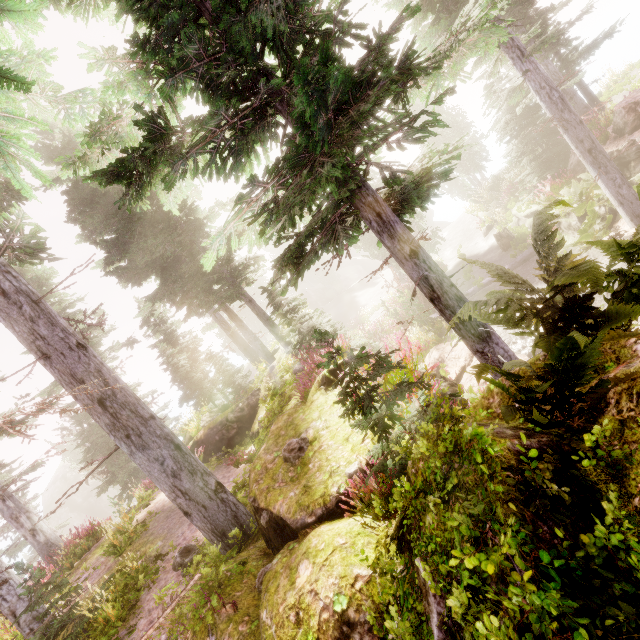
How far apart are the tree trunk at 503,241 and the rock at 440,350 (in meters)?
9.23

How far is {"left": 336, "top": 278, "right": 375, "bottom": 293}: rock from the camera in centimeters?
4803cm

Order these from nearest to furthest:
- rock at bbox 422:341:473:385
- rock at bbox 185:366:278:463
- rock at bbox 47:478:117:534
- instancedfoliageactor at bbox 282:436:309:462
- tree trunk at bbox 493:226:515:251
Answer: instancedfoliageactor at bbox 282:436:309:462
rock at bbox 422:341:473:385
rock at bbox 185:366:278:463
tree trunk at bbox 493:226:515:251
rock at bbox 47:478:117:534

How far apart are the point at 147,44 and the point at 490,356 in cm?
669

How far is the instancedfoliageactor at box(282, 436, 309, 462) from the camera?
5.4 meters

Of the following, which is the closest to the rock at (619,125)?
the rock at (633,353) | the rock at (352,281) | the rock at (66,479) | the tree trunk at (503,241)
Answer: the tree trunk at (503,241)

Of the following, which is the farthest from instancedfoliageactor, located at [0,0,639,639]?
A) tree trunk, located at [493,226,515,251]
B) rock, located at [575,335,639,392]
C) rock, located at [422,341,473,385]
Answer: tree trunk, located at [493,226,515,251]

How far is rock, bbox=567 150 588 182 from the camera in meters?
12.9 m
